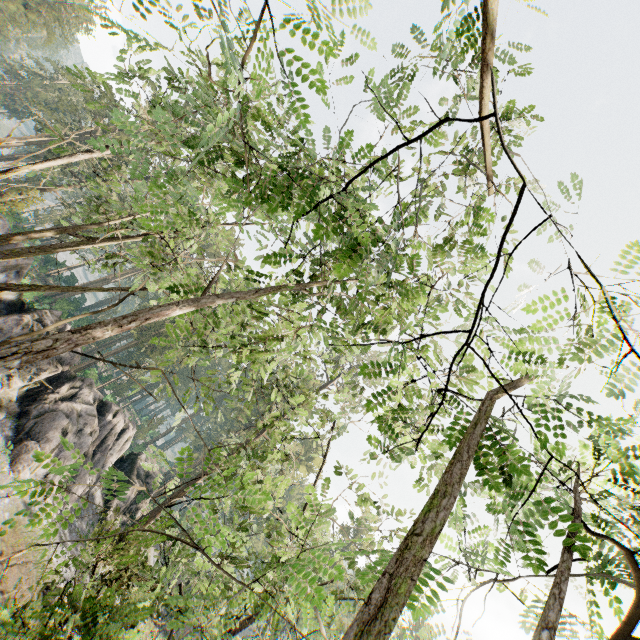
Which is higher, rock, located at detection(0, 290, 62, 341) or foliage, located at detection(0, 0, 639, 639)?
foliage, located at detection(0, 0, 639, 639)

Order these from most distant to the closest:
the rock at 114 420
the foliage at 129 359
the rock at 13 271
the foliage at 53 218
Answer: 1. the foliage at 53 218
2. the rock at 13 271
3. the rock at 114 420
4. the foliage at 129 359

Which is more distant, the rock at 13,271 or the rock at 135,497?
the rock at 135,497

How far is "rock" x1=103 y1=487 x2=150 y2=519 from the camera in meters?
28.8

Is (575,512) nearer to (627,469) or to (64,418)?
(627,469)

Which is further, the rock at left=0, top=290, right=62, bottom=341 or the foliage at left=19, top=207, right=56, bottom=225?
the foliage at left=19, top=207, right=56, bottom=225
